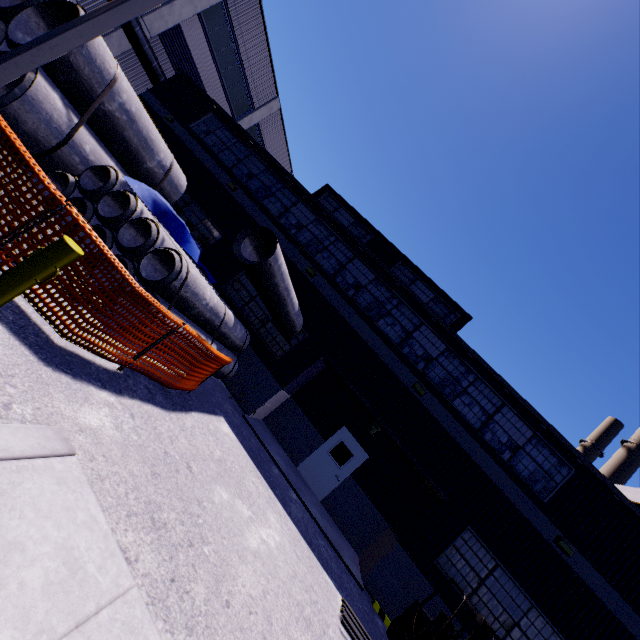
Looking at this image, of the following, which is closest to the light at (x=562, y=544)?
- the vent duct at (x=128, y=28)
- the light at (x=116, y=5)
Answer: the light at (x=116, y=5)

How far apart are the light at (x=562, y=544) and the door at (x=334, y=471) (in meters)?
5.98

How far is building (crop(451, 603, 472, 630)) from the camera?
9.0m

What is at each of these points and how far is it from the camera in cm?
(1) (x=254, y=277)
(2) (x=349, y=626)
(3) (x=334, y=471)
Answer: (1) concrete pipe, 801
(2) pipe, 618
(3) door, 1242

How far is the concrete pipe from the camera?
7.57m

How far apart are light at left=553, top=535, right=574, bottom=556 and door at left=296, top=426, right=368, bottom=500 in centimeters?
598cm

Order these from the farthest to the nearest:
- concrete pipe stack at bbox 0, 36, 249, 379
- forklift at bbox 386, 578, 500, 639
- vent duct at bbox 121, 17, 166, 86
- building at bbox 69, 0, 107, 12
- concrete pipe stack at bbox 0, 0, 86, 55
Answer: vent duct at bbox 121, 17, 166, 86 < building at bbox 69, 0, 107, 12 < concrete pipe stack at bbox 0, 0, 86, 55 < concrete pipe stack at bbox 0, 36, 249, 379 < forklift at bbox 386, 578, 500, 639

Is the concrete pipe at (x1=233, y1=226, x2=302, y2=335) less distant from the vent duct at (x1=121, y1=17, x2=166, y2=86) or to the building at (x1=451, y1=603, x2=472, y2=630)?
the building at (x1=451, y1=603, x2=472, y2=630)
